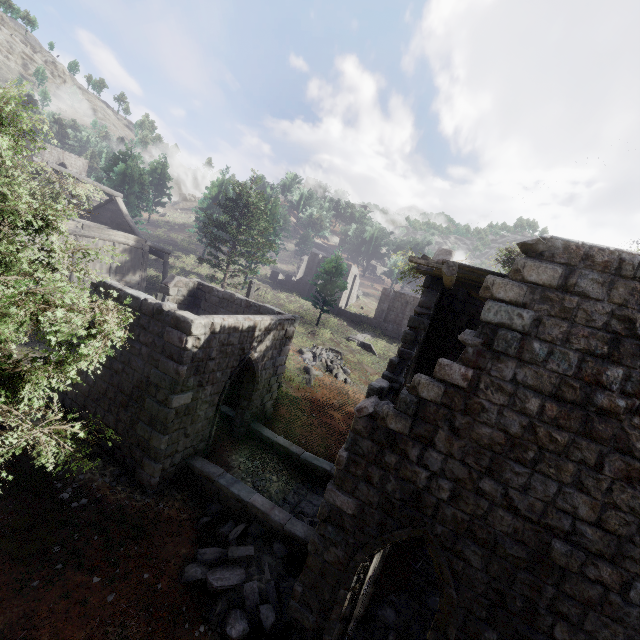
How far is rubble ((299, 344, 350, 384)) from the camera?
22.2m

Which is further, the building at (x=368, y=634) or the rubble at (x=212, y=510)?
the rubble at (x=212, y=510)

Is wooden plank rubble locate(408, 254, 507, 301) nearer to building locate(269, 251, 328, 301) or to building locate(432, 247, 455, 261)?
building locate(432, 247, 455, 261)

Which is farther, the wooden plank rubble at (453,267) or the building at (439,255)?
the building at (439,255)

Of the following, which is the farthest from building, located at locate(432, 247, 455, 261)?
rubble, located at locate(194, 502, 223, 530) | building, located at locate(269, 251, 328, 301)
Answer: building, located at locate(269, 251, 328, 301)

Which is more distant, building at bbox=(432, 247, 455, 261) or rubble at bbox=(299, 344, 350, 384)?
rubble at bbox=(299, 344, 350, 384)

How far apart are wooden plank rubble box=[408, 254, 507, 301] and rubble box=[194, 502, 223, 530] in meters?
7.5

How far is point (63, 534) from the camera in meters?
7.2 m
